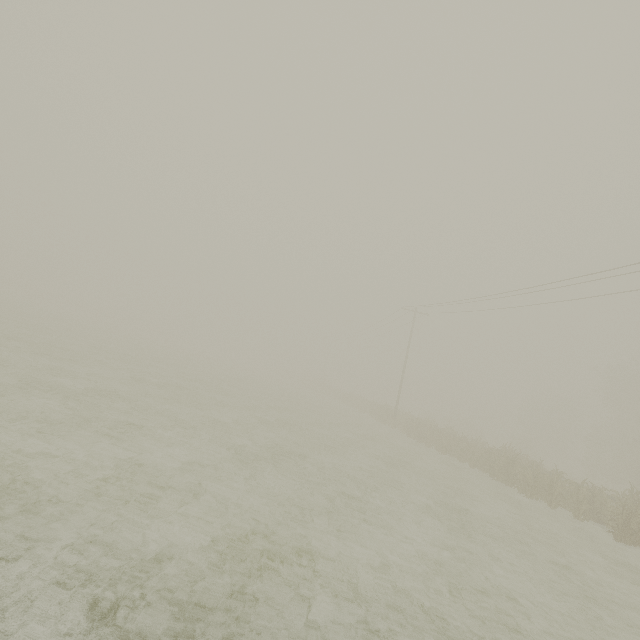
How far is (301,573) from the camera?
4.6m
